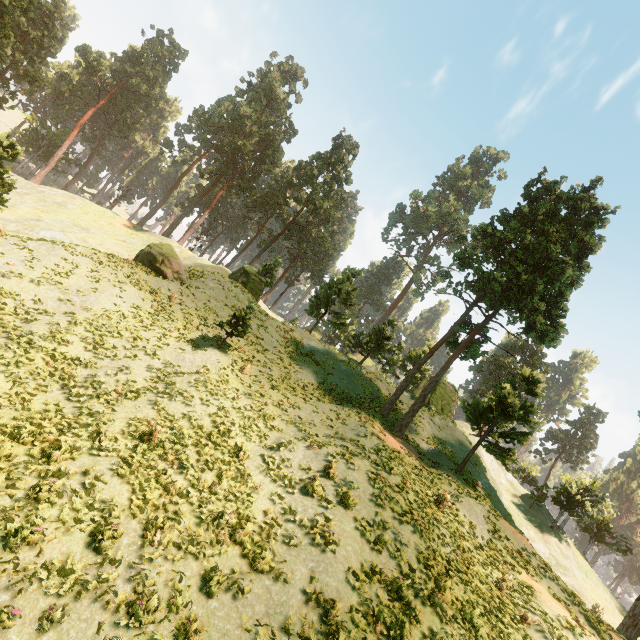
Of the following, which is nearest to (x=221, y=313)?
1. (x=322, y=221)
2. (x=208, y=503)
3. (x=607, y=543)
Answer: (x=208, y=503)

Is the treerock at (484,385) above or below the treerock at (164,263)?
above

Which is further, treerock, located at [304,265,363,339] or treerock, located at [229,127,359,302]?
treerock, located at [229,127,359,302]

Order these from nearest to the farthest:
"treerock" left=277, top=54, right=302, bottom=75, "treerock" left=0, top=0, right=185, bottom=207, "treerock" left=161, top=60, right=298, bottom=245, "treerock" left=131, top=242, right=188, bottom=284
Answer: "treerock" left=131, top=242, right=188, bottom=284
"treerock" left=0, top=0, right=185, bottom=207
"treerock" left=161, top=60, right=298, bottom=245
"treerock" left=277, top=54, right=302, bottom=75

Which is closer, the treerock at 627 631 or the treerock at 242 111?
the treerock at 627 631

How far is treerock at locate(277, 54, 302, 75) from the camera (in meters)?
58.59
